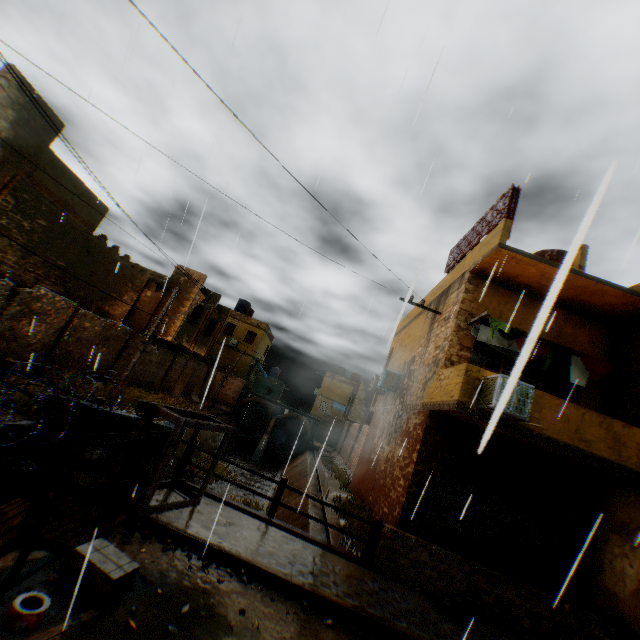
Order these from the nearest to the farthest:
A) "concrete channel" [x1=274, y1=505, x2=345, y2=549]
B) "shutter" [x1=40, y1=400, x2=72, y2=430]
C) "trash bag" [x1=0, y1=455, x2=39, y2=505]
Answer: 1. "trash bag" [x1=0, y1=455, x2=39, y2=505]
2. "shutter" [x1=40, y1=400, x2=72, y2=430]
3. "concrete channel" [x1=274, y1=505, x2=345, y2=549]

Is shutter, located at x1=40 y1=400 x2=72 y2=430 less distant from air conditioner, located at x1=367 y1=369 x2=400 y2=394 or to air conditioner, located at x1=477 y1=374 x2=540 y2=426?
air conditioner, located at x1=477 y1=374 x2=540 y2=426

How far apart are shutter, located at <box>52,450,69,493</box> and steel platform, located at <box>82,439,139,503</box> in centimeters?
A: 47cm

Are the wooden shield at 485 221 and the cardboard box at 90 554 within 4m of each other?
no

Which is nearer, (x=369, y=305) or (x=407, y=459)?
(x=369, y=305)

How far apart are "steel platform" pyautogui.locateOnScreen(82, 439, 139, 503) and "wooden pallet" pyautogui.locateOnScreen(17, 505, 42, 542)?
0.10m

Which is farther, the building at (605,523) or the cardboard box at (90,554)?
the building at (605,523)

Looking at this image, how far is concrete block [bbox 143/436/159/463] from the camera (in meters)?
6.77
